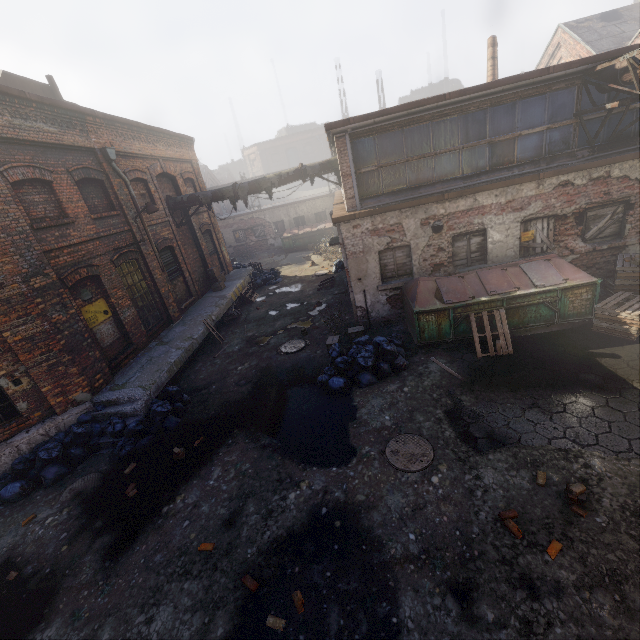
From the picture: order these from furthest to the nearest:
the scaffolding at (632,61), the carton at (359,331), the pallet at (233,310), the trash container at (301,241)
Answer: the trash container at (301,241), the pallet at (233,310), the carton at (359,331), the scaffolding at (632,61)

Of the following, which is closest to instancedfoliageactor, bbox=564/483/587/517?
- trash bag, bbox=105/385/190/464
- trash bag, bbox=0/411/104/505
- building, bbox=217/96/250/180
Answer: trash bag, bbox=105/385/190/464

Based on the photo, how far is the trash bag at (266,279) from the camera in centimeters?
1911cm

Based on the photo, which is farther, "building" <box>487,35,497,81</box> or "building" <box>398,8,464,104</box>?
"building" <box>398,8,464,104</box>

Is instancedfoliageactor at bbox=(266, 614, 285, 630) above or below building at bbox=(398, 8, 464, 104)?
below

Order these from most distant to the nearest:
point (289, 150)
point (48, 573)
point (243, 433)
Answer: point (289, 150) < point (243, 433) < point (48, 573)

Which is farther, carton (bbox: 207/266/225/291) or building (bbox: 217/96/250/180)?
building (bbox: 217/96/250/180)

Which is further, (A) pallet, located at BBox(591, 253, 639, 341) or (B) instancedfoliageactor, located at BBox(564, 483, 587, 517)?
(A) pallet, located at BBox(591, 253, 639, 341)
